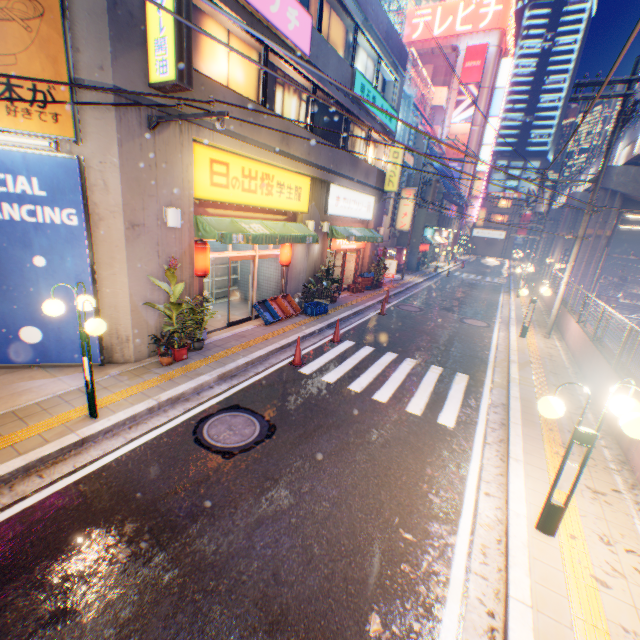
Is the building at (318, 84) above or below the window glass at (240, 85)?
above

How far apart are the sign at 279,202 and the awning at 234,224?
0.34m

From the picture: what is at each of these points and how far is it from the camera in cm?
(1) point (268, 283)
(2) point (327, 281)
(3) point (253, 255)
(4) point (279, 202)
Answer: (1) building, 1368
(2) plants, 1434
(3) door, 1112
(4) sign, 1129

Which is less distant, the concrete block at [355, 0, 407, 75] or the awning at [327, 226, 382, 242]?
the concrete block at [355, 0, 407, 75]

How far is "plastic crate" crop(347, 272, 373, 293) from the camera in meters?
18.2

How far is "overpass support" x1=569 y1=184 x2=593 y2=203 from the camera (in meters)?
24.86

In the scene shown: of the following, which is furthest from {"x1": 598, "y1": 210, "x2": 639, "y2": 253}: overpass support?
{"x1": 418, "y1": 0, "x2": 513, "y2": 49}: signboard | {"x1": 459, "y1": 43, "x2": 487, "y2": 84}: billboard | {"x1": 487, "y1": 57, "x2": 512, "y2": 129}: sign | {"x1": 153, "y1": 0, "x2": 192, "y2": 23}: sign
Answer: {"x1": 418, "y1": 0, "x2": 513, "y2": 49}: signboard

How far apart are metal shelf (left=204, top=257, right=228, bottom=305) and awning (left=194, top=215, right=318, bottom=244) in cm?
286
